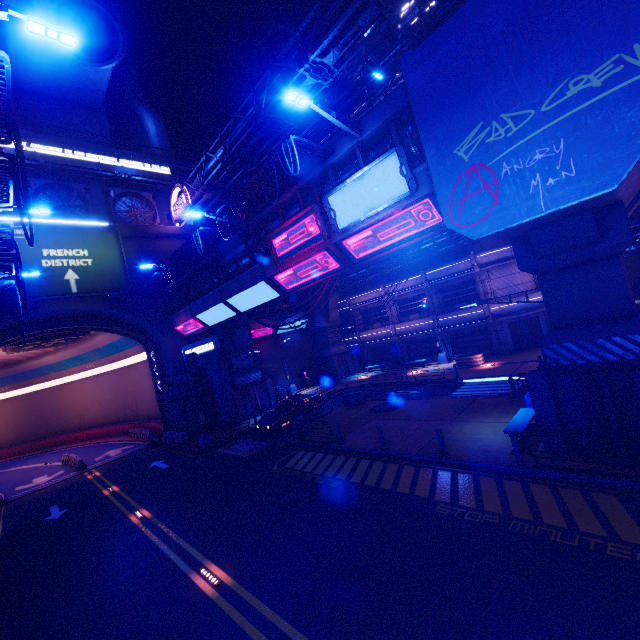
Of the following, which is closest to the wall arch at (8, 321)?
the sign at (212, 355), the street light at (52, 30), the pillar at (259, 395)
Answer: the pillar at (259, 395)

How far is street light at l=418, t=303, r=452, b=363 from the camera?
30.72m

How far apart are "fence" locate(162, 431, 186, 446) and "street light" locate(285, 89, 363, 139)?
24.6 meters

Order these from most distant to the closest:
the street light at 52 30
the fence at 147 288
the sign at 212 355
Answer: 1. the fence at 147 288
2. the sign at 212 355
3. the street light at 52 30

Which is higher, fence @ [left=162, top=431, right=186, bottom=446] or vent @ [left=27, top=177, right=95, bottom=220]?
vent @ [left=27, top=177, right=95, bottom=220]

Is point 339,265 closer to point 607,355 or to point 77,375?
point 607,355

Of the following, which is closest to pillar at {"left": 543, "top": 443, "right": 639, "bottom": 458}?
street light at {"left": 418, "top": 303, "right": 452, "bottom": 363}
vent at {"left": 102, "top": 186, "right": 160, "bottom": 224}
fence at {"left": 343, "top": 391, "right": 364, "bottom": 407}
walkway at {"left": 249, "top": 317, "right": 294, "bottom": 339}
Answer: fence at {"left": 343, "top": 391, "right": 364, "bottom": 407}

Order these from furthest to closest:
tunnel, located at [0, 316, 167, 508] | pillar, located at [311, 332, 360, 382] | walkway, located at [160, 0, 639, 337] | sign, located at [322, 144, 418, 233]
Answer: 1. pillar, located at [311, 332, 360, 382]
2. tunnel, located at [0, 316, 167, 508]
3. sign, located at [322, 144, 418, 233]
4. walkway, located at [160, 0, 639, 337]
